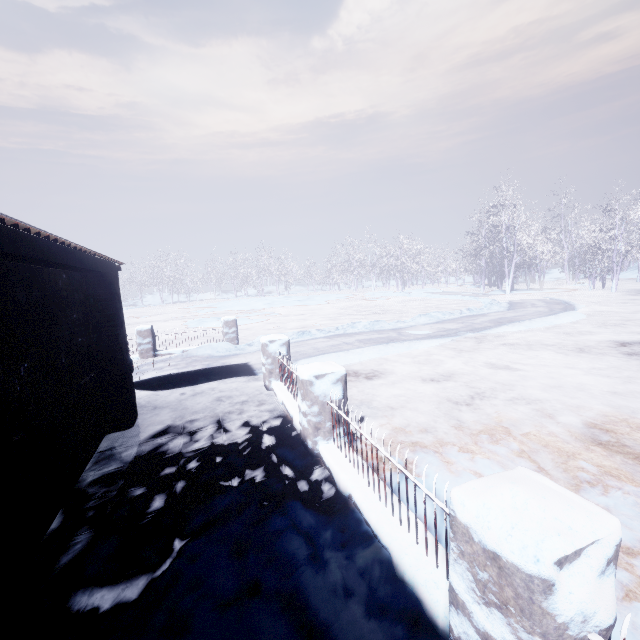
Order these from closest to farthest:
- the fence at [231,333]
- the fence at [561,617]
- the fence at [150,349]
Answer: the fence at [561,617] < the fence at [150,349] < the fence at [231,333]

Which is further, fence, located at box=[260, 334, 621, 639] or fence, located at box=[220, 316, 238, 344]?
fence, located at box=[220, 316, 238, 344]

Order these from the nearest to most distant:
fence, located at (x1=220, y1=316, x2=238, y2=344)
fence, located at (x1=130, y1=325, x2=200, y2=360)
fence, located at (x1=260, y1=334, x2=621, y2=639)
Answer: fence, located at (x1=260, y1=334, x2=621, y2=639), fence, located at (x1=130, y1=325, x2=200, y2=360), fence, located at (x1=220, y1=316, x2=238, y2=344)

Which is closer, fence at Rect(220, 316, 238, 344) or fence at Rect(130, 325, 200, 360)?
fence at Rect(130, 325, 200, 360)

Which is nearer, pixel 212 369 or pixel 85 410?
pixel 85 410

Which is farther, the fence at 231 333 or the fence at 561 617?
the fence at 231 333

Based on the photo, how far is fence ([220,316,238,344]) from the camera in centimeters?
1003cm
